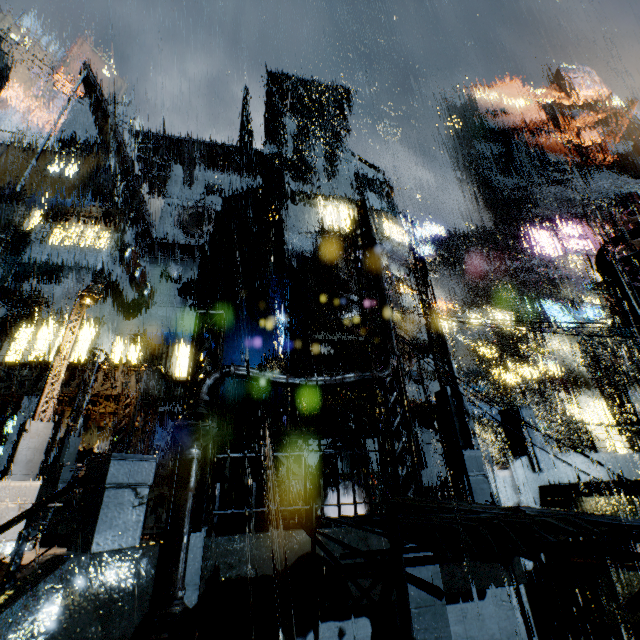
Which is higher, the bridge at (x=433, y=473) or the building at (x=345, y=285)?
the building at (x=345, y=285)

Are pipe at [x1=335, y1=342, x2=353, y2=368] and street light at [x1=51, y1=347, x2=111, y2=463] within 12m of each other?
no

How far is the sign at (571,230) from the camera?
26.12m

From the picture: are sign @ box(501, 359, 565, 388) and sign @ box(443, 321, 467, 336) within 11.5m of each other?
yes

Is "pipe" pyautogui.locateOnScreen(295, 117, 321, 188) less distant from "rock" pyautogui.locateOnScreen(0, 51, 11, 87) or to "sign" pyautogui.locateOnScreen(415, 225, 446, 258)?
"sign" pyautogui.locateOnScreen(415, 225, 446, 258)

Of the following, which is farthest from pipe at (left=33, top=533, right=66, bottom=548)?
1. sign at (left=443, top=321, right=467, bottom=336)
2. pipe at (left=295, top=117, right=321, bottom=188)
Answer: pipe at (left=295, top=117, right=321, bottom=188)

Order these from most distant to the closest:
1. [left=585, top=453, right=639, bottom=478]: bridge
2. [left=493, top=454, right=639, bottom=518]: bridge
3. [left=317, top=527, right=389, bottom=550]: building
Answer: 1. [left=585, top=453, right=639, bottom=478]: bridge
2. [left=493, top=454, right=639, bottom=518]: bridge
3. [left=317, top=527, right=389, bottom=550]: building

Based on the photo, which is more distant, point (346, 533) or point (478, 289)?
point (478, 289)
